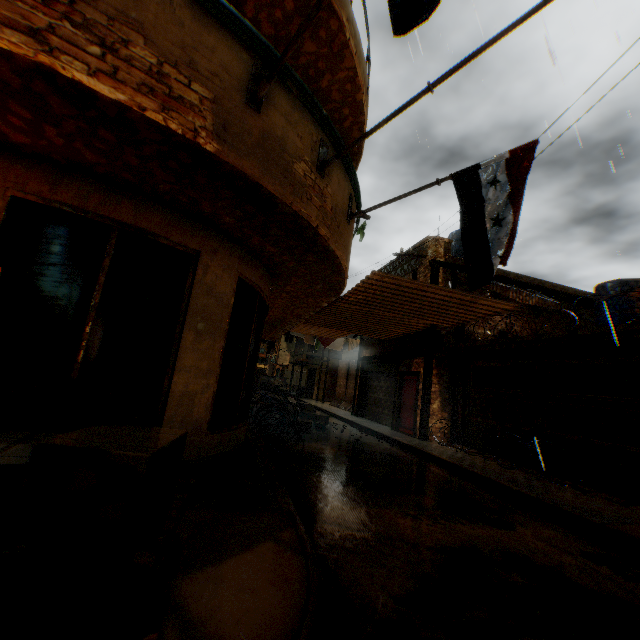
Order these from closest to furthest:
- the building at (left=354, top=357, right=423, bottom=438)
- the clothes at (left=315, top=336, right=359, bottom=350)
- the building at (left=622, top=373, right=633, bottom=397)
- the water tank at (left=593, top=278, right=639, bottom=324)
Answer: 1. the water tank at (left=593, top=278, right=639, bottom=324)
2. the building at (left=622, top=373, right=633, bottom=397)
3. the building at (left=354, top=357, right=423, bottom=438)
4. the clothes at (left=315, top=336, right=359, bottom=350)

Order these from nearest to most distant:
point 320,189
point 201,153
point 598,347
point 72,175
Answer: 1. point 201,153
2. point 72,175
3. point 320,189
4. point 598,347

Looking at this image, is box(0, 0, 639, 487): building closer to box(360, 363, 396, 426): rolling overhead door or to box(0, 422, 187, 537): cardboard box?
box(360, 363, 396, 426): rolling overhead door

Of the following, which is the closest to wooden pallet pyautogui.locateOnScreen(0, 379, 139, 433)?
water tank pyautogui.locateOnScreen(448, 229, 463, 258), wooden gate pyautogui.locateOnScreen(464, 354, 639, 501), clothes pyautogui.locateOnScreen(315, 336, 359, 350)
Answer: wooden gate pyautogui.locateOnScreen(464, 354, 639, 501)

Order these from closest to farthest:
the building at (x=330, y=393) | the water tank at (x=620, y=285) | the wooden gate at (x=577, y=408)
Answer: the wooden gate at (x=577, y=408) < the water tank at (x=620, y=285) < the building at (x=330, y=393)

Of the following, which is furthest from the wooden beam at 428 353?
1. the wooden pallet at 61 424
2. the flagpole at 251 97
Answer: the flagpole at 251 97

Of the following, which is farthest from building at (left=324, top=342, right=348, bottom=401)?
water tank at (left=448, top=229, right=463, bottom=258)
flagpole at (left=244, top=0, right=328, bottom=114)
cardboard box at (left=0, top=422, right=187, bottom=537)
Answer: water tank at (left=448, top=229, right=463, bottom=258)

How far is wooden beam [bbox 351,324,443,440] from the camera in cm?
1170
